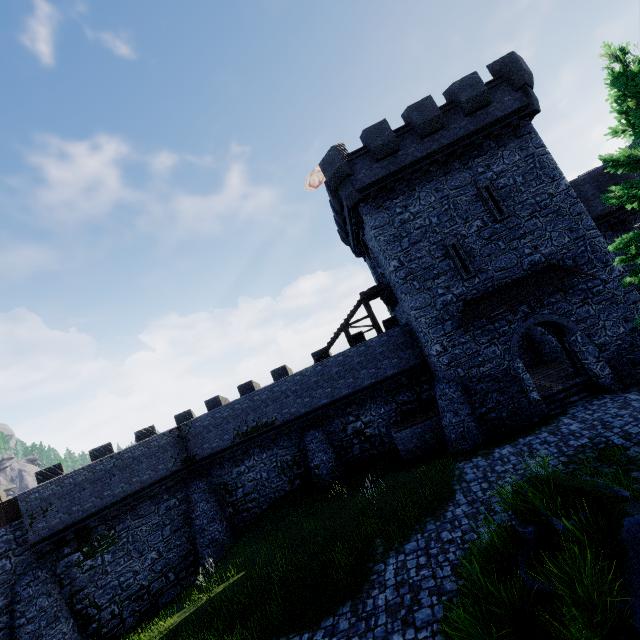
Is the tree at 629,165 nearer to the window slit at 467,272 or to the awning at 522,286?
the awning at 522,286

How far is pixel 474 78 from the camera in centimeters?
1644cm

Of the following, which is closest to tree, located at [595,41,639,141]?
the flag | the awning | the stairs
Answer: the stairs

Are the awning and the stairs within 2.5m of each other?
no

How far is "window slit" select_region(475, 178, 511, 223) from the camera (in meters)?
16.44

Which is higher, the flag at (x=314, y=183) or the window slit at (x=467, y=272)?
the flag at (x=314, y=183)

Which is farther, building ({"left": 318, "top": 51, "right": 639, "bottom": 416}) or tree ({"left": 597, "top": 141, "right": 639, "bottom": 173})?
building ({"left": 318, "top": 51, "right": 639, "bottom": 416})

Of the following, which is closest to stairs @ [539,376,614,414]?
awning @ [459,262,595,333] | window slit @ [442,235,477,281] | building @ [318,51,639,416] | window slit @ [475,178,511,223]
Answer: building @ [318,51,639,416]
